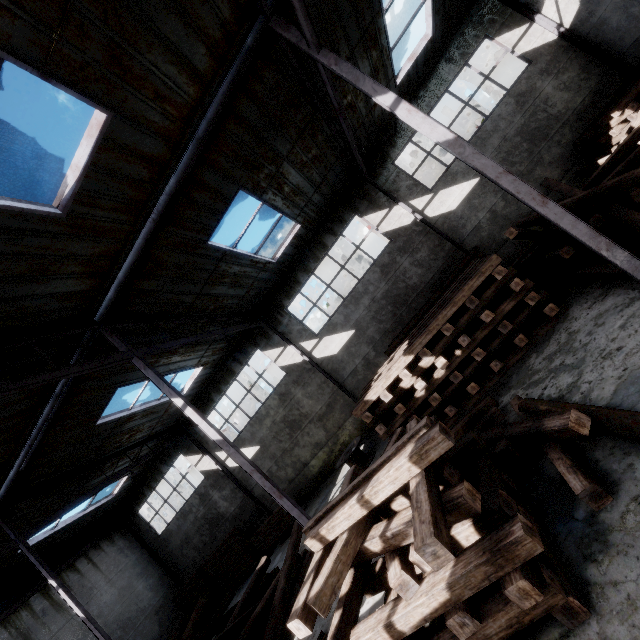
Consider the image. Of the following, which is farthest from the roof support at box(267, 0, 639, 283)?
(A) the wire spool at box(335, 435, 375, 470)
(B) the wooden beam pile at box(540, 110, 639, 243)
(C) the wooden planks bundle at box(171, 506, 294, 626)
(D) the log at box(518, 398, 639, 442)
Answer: (C) the wooden planks bundle at box(171, 506, 294, 626)

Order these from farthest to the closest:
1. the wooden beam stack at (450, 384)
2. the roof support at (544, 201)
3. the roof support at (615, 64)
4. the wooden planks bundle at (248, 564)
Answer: the wooden planks bundle at (248, 564)
the roof support at (615, 64)
the wooden beam stack at (450, 384)
the roof support at (544, 201)

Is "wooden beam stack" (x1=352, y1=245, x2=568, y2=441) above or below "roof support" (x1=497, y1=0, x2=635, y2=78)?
below

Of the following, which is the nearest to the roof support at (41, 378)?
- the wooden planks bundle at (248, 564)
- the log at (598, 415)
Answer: the log at (598, 415)

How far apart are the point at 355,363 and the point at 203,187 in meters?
9.8

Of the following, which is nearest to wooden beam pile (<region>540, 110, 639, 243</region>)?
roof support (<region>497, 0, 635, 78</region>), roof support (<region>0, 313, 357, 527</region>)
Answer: roof support (<region>497, 0, 635, 78</region>)

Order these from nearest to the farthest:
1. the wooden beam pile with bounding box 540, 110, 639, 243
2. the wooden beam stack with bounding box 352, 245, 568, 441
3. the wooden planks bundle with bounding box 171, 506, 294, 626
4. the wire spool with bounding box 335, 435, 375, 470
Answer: the wooden beam pile with bounding box 540, 110, 639, 243 → the wooden beam stack with bounding box 352, 245, 568, 441 → the wire spool with bounding box 335, 435, 375, 470 → the wooden planks bundle with bounding box 171, 506, 294, 626

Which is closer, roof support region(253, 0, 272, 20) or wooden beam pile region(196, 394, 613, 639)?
wooden beam pile region(196, 394, 613, 639)
